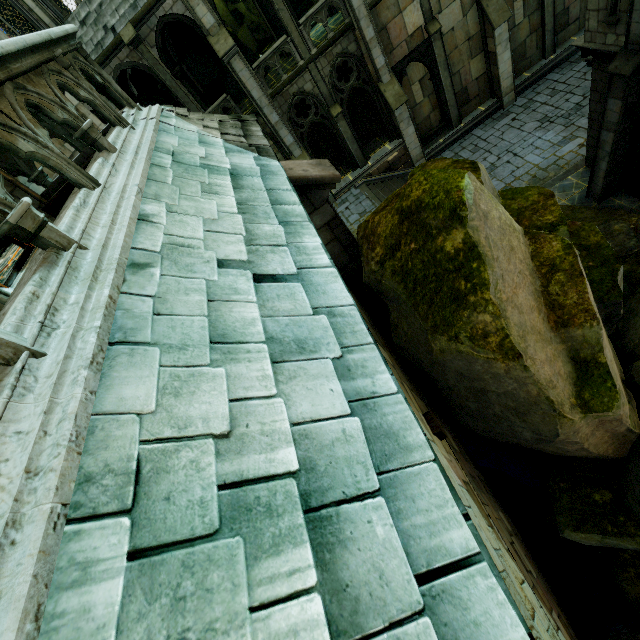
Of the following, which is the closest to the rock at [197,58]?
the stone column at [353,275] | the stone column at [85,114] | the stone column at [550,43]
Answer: the stone column at [550,43]

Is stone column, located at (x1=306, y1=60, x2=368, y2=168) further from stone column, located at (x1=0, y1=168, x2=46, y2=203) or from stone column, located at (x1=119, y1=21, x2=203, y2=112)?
stone column, located at (x1=0, y1=168, x2=46, y2=203)

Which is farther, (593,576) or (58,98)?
(593,576)

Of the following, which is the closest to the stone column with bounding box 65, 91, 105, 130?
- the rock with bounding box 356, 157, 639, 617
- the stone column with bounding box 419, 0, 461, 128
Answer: the rock with bounding box 356, 157, 639, 617

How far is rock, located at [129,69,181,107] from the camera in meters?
17.2 m

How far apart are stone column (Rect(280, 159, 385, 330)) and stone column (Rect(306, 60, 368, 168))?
14.2m

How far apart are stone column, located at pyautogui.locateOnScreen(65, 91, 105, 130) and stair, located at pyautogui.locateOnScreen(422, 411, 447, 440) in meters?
10.2 m

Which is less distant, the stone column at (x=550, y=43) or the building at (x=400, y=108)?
the building at (x=400, y=108)
